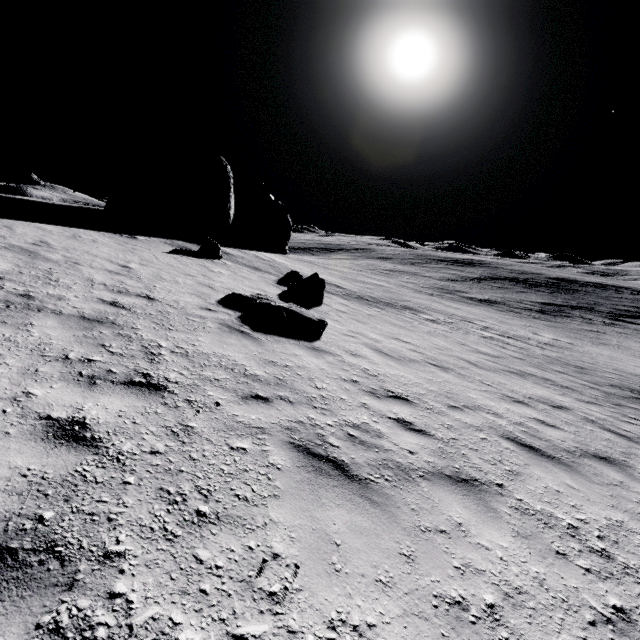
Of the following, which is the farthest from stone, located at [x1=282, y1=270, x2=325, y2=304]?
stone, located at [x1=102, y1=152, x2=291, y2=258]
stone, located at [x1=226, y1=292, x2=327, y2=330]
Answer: stone, located at [x1=102, y1=152, x2=291, y2=258]

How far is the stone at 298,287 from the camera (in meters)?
13.45

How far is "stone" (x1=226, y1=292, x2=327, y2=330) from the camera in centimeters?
841cm

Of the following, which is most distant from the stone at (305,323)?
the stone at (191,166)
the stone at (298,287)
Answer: the stone at (191,166)

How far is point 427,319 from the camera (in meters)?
19.66

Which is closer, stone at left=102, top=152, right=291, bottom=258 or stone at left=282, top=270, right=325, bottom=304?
stone at left=282, top=270, right=325, bottom=304

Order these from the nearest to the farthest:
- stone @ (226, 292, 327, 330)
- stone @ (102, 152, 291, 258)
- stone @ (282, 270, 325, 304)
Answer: stone @ (226, 292, 327, 330)
stone @ (282, 270, 325, 304)
stone @ (102, 152, 291, 258)

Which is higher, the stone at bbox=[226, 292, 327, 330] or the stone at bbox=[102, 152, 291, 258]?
the stone at bbox=[102, 152, 291, 258]
